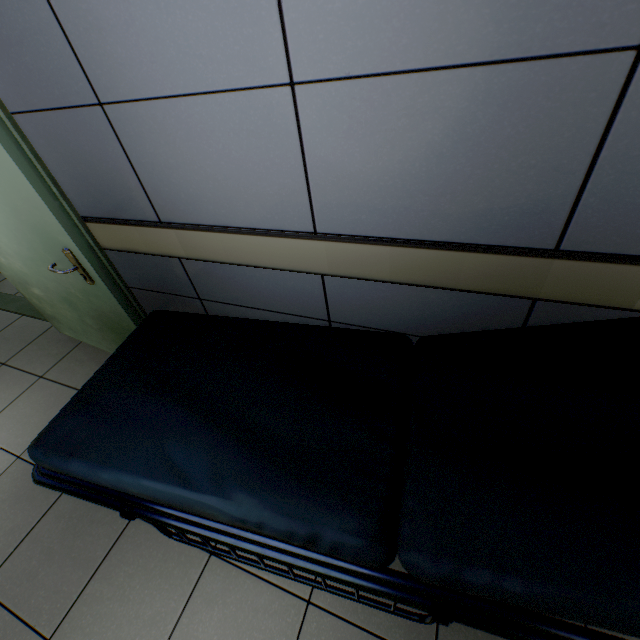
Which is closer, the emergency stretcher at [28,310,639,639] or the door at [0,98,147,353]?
the emergency stretcher at [28,310,639,639]

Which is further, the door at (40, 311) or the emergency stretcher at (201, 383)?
the door at (40, 311)

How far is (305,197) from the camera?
1.2m
